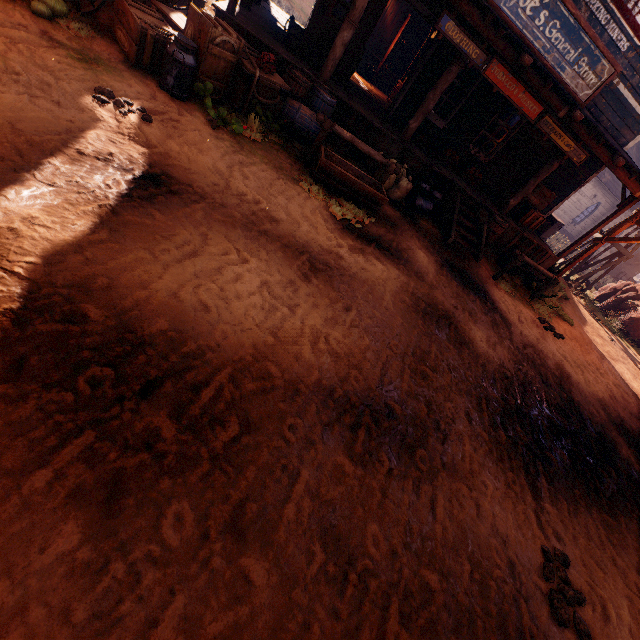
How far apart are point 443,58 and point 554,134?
3.5m

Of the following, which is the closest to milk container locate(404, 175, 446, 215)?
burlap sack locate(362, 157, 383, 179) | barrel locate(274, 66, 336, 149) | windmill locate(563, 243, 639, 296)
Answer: burlap sack locate(362, 157, 383, 179)

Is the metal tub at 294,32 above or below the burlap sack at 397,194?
above

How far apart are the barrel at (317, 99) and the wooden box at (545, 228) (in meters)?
6.39

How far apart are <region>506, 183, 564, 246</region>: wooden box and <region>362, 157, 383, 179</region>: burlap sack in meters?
4.0 m

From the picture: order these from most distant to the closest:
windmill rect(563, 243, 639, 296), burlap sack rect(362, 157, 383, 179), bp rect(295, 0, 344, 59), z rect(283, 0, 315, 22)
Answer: z rect(283, 0, 315, 22), windmill rect(563, 243, 639, 296), burlap sack rect(362, 157, 383, 179), bp rect(295, 0, 344, 59)

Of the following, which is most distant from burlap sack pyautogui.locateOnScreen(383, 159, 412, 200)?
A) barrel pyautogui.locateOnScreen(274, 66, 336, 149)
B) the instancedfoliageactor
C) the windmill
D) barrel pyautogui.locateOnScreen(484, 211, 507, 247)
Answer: the instancedfoliageactor

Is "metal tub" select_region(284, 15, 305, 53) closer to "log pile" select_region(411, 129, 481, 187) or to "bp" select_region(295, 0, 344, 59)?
"bp" select_region(295, 0, 344, 59)
